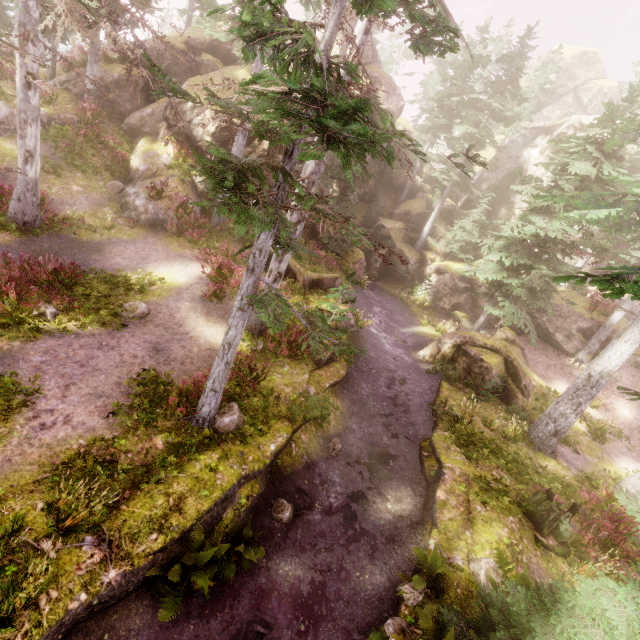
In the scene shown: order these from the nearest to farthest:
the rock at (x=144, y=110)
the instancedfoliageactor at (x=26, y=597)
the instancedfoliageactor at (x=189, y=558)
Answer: the instancedfoliageactor at (x=26, y=597) → the instancedfoliageactor at (x=189, y=558) → the rock at (x=144, y=110)

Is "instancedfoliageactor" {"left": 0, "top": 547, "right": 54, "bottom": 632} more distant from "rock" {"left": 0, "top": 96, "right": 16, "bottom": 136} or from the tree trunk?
the tree trunk

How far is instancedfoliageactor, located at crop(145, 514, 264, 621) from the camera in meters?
5.7 m

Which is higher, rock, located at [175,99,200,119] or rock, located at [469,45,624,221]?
rock, located at [469,45,624,221]

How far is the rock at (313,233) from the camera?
22.2 meters

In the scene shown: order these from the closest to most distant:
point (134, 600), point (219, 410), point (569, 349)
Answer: point (134, 600), point (219, 410), point (569, 349)

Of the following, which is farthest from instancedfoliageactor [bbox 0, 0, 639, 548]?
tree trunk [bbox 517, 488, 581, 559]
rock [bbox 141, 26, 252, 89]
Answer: tree trunk [bbox 517, 488, 581, 559]

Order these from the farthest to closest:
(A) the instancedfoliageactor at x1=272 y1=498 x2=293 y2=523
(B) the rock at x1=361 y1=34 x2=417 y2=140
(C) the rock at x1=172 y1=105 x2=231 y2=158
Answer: (B) the rock at x1=361 y1=34 x2=417 y2=140 → (C) the rock at x1=172 y1=105 x2=231 y2=158 → (A) the instancedfoliageactor at x1=272 y1=498 x2=293 y2=523
